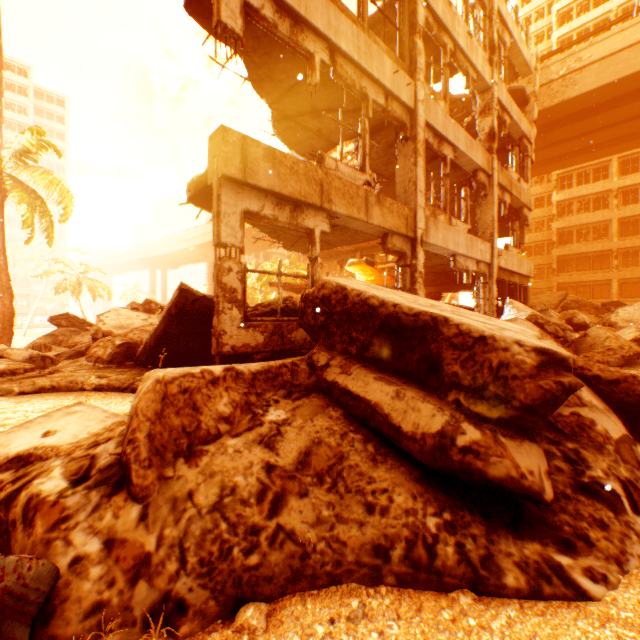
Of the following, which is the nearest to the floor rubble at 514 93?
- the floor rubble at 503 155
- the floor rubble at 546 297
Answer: the floor rubble at 503 155

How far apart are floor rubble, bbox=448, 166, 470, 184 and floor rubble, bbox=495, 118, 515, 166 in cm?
249

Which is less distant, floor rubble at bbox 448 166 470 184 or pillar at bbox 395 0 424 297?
pillar at bbox 395 0 424 297

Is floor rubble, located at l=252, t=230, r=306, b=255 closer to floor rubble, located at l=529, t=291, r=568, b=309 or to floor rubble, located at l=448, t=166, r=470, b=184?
floor rubble, located at l=448, t=166, r=470, b=184

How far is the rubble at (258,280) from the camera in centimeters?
4384cm

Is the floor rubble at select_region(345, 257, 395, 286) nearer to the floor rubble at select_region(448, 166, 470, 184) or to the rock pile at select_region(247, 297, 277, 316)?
the rock pile at select_region(247, 297, 277, 316)

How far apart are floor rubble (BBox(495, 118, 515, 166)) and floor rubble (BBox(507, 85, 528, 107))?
2.48m

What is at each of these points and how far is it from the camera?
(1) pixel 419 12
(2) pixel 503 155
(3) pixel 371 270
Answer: (1) pillar, 7.57m
(2) floor rubble, 15.23m
(3) floor rubble, 16.28m
